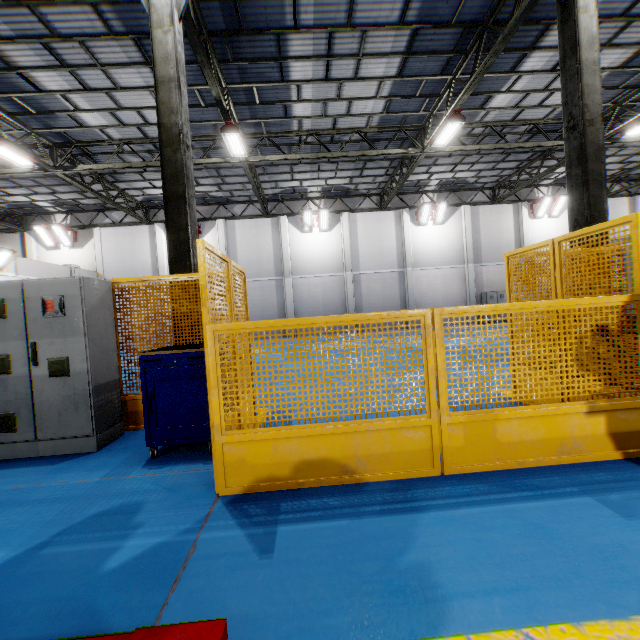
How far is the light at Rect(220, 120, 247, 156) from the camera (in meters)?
10.48

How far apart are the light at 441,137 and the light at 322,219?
8.3m

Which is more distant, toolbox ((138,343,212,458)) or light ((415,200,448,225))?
light ((415,200,448,225))

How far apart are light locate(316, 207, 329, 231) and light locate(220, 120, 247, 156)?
8.1 meters

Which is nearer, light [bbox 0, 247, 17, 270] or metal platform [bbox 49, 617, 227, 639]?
metal platform [bbox 49, 617, 227, 639]

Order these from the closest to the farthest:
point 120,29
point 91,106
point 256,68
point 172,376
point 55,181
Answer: point 172,376 → point 120,29 → point 256,68 → point 91,106 → point 55,181

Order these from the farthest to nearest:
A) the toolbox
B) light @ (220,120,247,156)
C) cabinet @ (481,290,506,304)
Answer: cabinet @ (481,290,506,304) < light @ (220,120,247,156) < the toolbox

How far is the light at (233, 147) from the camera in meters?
10.5
